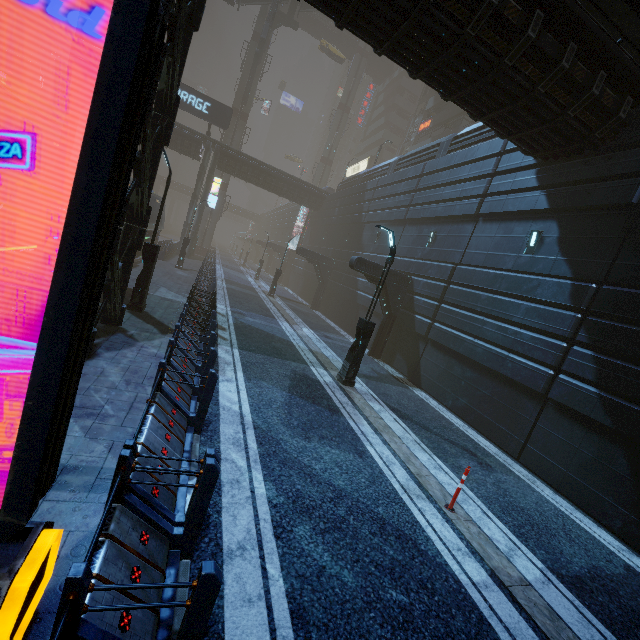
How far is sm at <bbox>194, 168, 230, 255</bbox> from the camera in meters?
42.3

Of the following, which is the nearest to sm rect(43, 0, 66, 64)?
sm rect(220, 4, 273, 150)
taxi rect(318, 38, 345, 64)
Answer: taxi rect(318, 38, 345, 64)

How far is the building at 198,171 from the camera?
28.1 meters

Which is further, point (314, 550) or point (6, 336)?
point (6, 336)

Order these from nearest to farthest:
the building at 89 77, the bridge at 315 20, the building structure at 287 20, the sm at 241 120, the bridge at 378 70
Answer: the building at 89 77
the building structure at 287 20
the sm at 241 120
the bridge at 315 20
the bridge at 378 70

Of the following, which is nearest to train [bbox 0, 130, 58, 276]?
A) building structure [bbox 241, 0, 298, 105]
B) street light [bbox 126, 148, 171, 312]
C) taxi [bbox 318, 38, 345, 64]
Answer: street light [bbox 126, 148, 171, 312]

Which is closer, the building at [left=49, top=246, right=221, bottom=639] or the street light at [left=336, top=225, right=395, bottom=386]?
the building at [left=49, top=246, right=221, bottom=639]

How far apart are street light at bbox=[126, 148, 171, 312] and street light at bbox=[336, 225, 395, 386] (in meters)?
7.17
